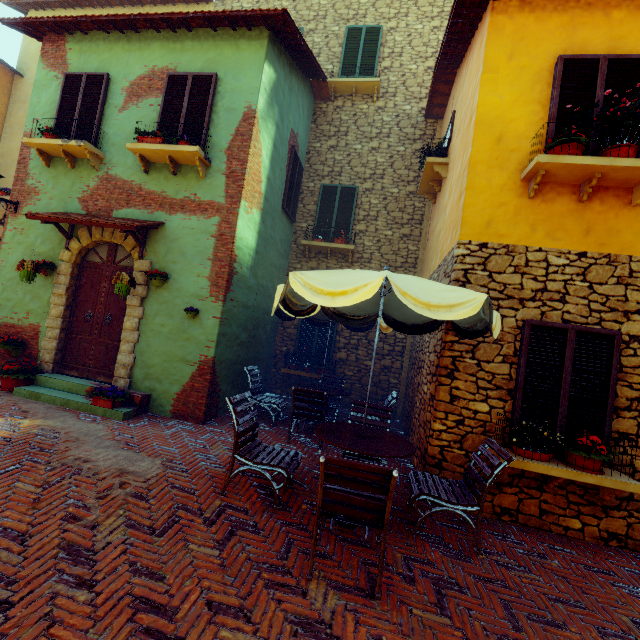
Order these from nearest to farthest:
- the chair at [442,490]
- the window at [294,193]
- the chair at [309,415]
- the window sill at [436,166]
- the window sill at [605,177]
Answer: the chair at [442,490] < the window sill at [605,177] < the chair at [309,415] < the window sill at [436,166] < the window at [294,193]

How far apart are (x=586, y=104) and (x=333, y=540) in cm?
637

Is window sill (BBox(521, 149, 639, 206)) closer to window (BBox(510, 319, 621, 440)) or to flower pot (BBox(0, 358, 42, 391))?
window (BBox(510, 319, 621, 440))

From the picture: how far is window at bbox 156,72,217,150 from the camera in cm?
631

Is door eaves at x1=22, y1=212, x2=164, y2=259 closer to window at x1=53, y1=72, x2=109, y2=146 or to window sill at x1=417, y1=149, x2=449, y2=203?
window at x1=53, y1=72, x2=109, y2=146

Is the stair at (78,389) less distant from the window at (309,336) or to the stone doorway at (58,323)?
the stone doorway at (58,323)

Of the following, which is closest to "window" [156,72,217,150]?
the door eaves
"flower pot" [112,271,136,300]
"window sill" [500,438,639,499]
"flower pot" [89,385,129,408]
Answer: the door eaves

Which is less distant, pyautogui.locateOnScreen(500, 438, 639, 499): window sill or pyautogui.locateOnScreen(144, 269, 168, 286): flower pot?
pyautogui.locateOnScreen(500, 438, 639, 499): window sill
